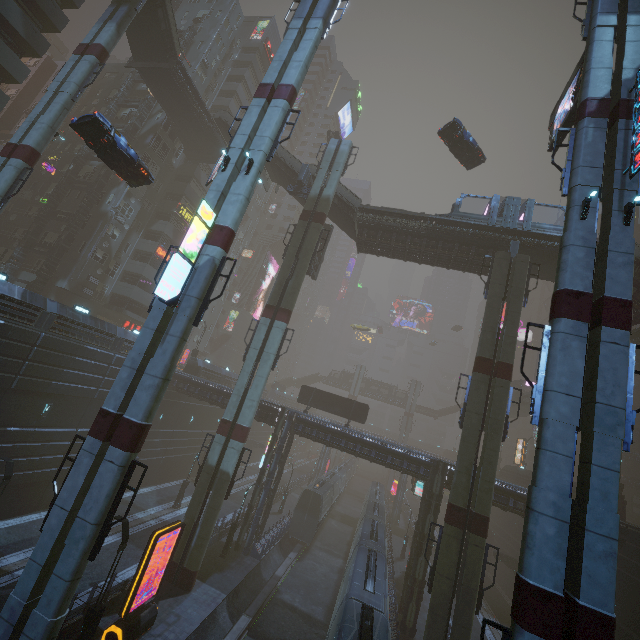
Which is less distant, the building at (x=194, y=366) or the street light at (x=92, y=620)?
the street light at (x=92, y=620)

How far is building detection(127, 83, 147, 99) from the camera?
39.81m

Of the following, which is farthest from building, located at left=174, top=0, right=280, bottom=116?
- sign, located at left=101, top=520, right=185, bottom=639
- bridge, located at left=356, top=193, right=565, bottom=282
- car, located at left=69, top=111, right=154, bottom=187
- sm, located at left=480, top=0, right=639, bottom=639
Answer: car, located at left=69, top=111, right=154, bottom=187

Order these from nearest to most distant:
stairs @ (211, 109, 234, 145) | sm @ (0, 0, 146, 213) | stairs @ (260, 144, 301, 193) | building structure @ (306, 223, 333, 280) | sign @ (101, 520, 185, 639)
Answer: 1. sign @ (101, 520, 185, 639)
2. sm @ (0, 0, 146, 213)
3. building structure @ (306, 223, 333, 280)
4. stairs @ (260, 144, 301, 193)
5. stairs @ (211, 109, 234, 145)

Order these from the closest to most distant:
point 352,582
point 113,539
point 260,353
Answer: point 352,582
point 113,539
point 260,353

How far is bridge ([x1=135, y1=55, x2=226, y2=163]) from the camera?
31.5 meters

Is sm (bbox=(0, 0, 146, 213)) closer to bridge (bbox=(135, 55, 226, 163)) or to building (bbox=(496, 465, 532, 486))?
building (bbox=(496, 465, 532, 486))

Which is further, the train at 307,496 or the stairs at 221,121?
the stairs at 221,121
